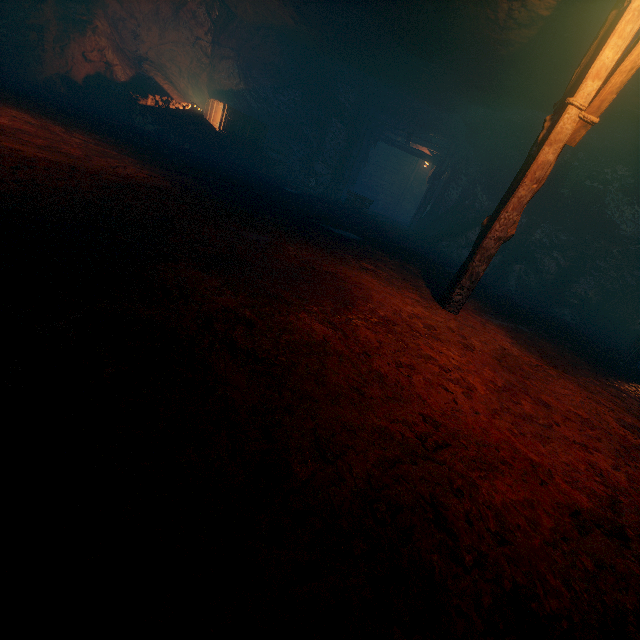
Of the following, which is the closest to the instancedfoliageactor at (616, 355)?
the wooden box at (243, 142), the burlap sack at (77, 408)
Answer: the burlap sack at (77, 408)

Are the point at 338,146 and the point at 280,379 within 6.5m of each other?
no

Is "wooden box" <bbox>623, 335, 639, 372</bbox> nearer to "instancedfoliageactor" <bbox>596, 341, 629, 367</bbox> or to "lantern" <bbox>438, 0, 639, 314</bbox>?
"instancedfoliageactor" <bbox>596, 341, 629, 367</bbox>

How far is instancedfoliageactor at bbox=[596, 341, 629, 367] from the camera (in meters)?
6.90

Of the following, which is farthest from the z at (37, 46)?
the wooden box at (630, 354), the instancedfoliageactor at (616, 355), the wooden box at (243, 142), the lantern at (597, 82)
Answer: the lantern at (597, 82)

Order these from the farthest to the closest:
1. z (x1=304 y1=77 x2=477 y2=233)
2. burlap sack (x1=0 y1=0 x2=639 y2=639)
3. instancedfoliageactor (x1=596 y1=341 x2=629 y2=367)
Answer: z (x1=304 y1=77 x2=477 y2=233) < instancedfoliageactor (x1=596 y1=341 x2=629 y2=367) < burlap sack (x1=0 y1=0 x2=639 y2=639)

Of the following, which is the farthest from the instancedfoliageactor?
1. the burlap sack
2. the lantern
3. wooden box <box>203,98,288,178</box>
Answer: wooden box <box>203,98,288,178</box>

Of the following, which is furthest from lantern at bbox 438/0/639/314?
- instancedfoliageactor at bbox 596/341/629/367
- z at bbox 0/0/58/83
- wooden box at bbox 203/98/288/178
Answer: wooden box at bbox 203/98/288/178
